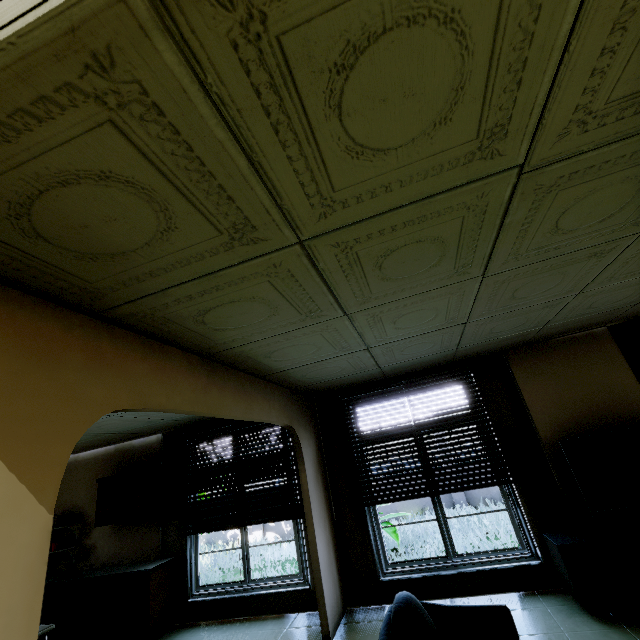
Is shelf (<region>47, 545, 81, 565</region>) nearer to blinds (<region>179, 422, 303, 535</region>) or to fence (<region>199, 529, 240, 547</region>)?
blinds (<region>179, 422, 303, 535</region>)

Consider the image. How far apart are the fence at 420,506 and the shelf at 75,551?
7.0m

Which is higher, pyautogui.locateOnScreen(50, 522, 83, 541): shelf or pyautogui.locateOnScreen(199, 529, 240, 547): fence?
pyautogui.locateOnScreen(50, 522, 83, 541): shelf

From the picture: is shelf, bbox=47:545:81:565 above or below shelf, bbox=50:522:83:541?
below

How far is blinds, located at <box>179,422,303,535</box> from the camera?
4.91m

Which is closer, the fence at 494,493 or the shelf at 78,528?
the shelf at 78,528

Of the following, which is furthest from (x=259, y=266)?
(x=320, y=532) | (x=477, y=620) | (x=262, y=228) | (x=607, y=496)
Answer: (x=607, y=496)

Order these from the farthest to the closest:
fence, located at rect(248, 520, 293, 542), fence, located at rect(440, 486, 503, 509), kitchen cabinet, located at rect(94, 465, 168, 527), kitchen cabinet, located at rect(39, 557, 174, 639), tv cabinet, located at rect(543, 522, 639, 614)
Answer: fence, located at rect(248, 520, 293, 542) → fence, located at rect(440, 486, 503, 509) → kitchen cabinet, located at rect(94, 465, 168, 527) → kitchen cabinet, located at rect(39, 557, 174, 639) → tv cabinet, located at rect(543, 522, 639, 614)
